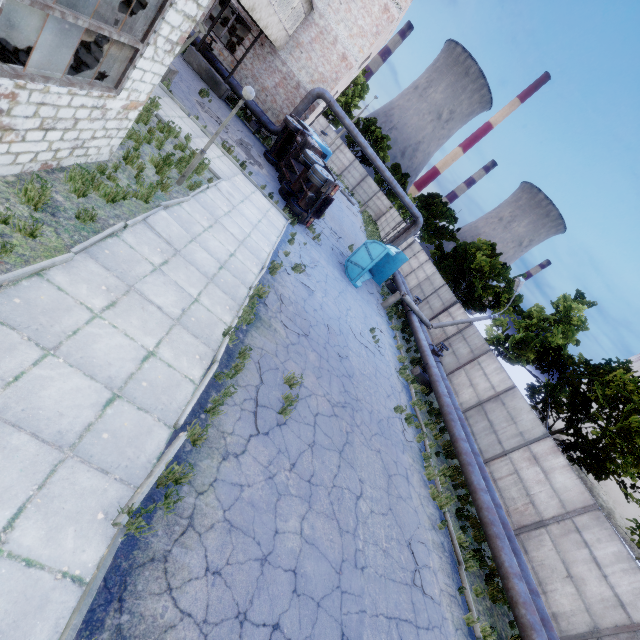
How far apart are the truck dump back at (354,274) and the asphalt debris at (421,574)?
12.2m

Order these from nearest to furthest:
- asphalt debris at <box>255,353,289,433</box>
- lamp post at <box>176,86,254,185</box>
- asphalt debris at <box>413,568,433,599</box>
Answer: asphalt debris at <box>255,353,289,433</box>
asphalt debris at <box>413,568,433,599</box>
lamp post at <box>176,86,254,185</box>

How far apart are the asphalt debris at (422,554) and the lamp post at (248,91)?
11.74m

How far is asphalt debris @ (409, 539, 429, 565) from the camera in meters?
7.8 m

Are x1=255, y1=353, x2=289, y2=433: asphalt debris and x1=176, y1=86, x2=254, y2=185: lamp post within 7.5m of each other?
yes

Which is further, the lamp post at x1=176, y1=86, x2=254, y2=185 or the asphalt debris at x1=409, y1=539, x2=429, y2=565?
the lamp post at x1=176, y1=86, x2=254, y2=185

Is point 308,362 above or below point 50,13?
below

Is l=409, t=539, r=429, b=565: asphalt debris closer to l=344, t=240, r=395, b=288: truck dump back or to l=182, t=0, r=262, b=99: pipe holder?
l=344, t=240, r=395, b=288: truck dump back
